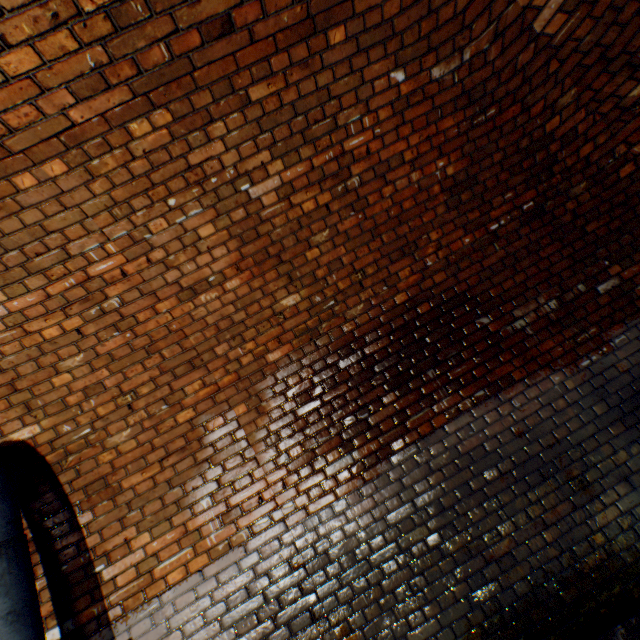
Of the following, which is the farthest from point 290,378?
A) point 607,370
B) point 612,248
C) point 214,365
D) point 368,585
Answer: point 612,248
